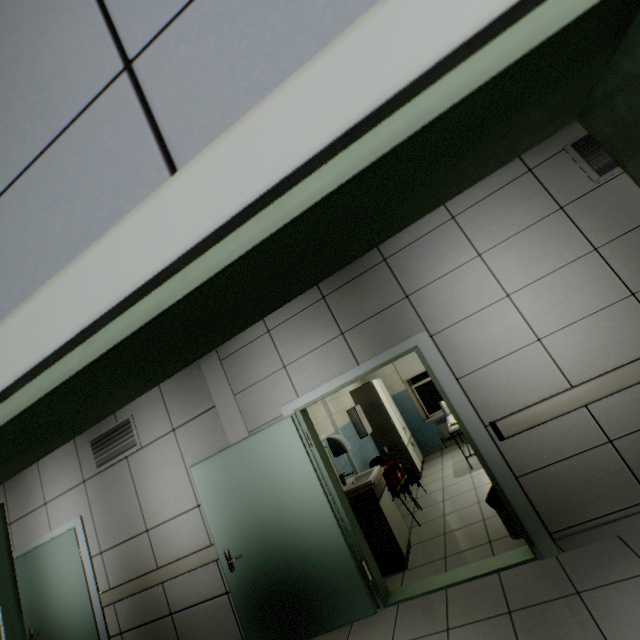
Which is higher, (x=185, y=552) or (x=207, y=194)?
(x=207, y=194)

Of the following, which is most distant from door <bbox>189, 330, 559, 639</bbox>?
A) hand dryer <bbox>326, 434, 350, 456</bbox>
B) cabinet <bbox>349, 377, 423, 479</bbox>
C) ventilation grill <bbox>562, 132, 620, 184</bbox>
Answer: cabinet <bbox>349, 377, 423, 479</bbox>

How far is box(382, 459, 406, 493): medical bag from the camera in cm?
460

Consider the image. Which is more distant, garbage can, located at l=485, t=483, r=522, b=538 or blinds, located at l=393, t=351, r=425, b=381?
blinds, located at l=393, t=351, r=425, b=381

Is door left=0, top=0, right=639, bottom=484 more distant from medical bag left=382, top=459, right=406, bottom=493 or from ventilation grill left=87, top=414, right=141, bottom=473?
medical bag left=382, top=459, right=406, bottom=493

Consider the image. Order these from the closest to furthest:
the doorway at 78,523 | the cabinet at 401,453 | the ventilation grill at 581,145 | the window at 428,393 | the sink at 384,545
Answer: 1. the ventilation grill at 581,145
2. the sink at 384,545
3. the doorway at 78,523
4. the cabinet at 401,453
5. the window at 428,393

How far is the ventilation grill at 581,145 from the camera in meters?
2.9 m

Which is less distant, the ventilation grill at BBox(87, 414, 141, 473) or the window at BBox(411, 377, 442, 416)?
the ventilation grill at BBox(87, 414, 141, 473)
